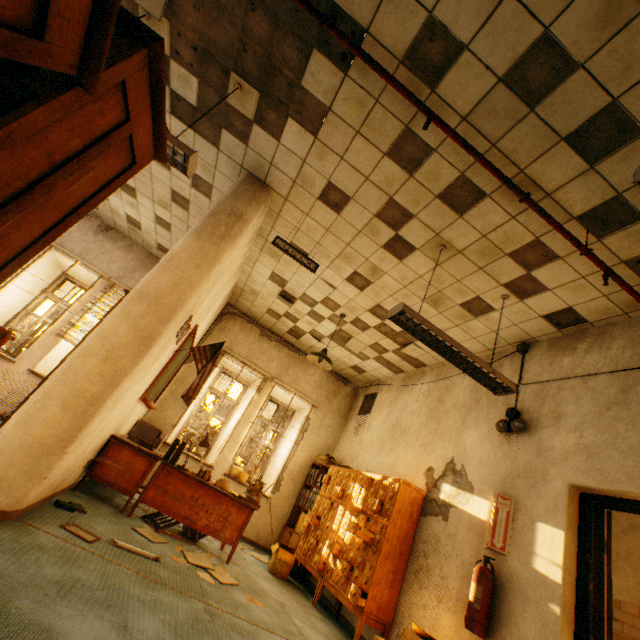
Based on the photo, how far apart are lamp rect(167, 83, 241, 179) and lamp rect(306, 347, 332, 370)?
3.2m

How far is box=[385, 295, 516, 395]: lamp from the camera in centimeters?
309cm

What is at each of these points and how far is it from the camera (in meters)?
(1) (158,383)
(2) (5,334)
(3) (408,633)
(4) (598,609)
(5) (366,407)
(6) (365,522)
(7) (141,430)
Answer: (1) blackboard, 5.10
(2) table, 4.70
(3) cardboard box, 2.92
(4) door, 2.53
(5) vent, 7.30
(6) card catalog, 4.41
(7) cabinet, 5.61

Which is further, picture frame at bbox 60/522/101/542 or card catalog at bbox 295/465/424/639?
card catalog at bbox 295/465/424/639

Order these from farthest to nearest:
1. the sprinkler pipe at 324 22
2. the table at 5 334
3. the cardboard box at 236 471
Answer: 1. the cardboard box at 236 471
2. the table at 5 334
3. the sprinkler pipe at 324 22

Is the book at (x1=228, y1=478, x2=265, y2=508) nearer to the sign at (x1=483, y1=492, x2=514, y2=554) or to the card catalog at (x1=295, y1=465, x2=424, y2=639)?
the card catalog at (x1=295, y1=465, x2=424, y2=639)

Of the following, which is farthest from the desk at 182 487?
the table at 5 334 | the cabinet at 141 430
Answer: the table at 5 334

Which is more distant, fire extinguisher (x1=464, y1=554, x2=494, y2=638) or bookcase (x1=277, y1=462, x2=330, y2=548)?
bookcase (x1=277, y1=462, x2=330, y2=548)
